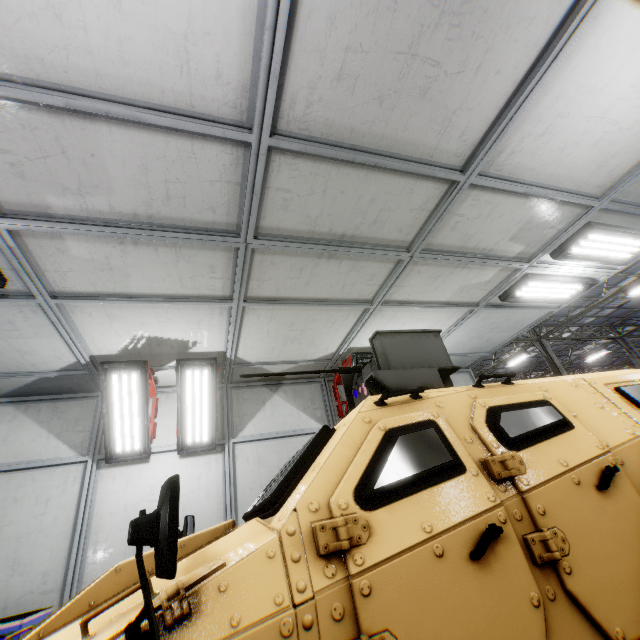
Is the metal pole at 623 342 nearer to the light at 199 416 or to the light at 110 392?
the light at 199 416

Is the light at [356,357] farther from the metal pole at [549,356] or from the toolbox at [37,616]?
the metal pole at [549,356]

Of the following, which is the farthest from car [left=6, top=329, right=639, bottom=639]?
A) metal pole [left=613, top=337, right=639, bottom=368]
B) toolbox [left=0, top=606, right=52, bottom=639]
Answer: metal pole [left=613, top=337, right=639, bottom=368]

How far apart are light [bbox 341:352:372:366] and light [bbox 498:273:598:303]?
2.21m

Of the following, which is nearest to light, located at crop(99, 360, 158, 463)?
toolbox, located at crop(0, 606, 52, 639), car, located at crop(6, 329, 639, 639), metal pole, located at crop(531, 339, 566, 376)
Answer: toolbox, located at crop(0, 606, 52, 639)

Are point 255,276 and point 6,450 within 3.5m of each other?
no

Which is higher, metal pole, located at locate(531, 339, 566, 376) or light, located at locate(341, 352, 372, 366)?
metal pole, located at locate(531, 339, 566, 376)

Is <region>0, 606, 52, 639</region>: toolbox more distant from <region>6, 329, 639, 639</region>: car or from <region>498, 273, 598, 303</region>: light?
<region>498, 273, 598, 303</region>: light
